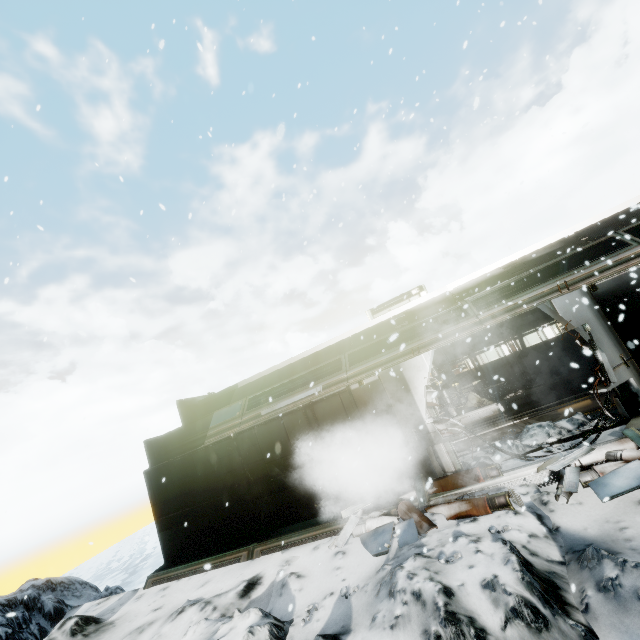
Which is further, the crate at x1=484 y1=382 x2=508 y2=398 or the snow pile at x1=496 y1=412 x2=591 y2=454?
the crate at x1=484 y1=382 x2=508 y2=398

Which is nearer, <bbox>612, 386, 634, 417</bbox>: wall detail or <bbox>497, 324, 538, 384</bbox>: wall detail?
<bbox>612, 386, 634, 417</bbox>: wall detail

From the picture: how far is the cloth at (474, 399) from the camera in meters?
13.1 m

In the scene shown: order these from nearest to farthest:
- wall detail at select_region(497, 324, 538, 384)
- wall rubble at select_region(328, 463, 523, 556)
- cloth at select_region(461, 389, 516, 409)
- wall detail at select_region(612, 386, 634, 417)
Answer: wall rubble at select_region(328, 463, 523, 556)
wall detail at select_region(612, 386, 634, 417)
cloth at select_region(461, 389, 516, 409)
wall detail at select_region(497, 324, 538, 384)

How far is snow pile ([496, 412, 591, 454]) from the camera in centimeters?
691cm

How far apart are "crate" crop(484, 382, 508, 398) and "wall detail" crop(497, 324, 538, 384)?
0.9 meters

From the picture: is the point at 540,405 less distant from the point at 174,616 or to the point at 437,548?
the point at 437,548

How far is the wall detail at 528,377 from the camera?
13.6m
